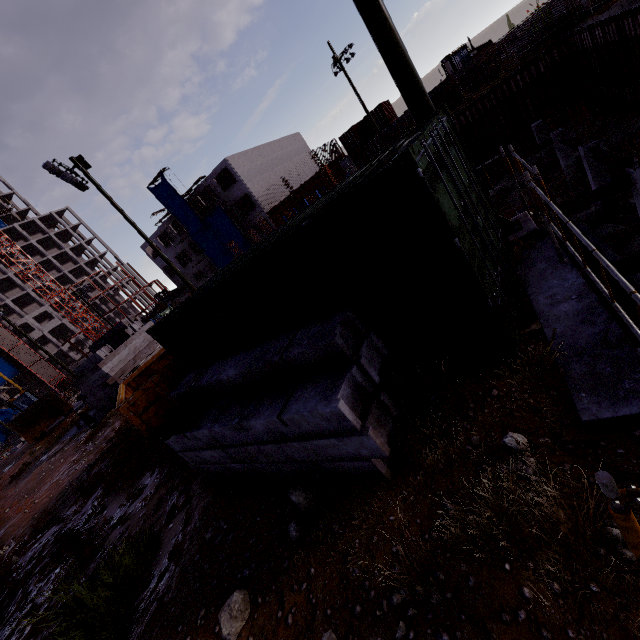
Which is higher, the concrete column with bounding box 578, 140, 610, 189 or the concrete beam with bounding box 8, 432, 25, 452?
the concrete beam with bounding box 8, 432, 25, 452

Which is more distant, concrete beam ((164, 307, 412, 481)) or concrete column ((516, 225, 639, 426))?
concrete beam ((164, 307, 412, 481))

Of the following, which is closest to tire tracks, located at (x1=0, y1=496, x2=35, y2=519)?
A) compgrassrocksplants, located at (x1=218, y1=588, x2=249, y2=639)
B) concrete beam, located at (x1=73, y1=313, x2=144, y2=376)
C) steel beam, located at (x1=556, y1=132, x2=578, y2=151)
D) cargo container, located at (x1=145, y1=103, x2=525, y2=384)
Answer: concrete beam, located at (x1=73, y1=313, x2=144, y2=376)

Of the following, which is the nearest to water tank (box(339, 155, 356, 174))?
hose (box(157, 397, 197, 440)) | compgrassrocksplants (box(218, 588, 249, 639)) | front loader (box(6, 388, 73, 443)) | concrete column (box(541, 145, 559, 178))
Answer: concrete column (box(541, 145, 559, 178))

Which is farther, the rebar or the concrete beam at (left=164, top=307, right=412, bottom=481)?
the rebar

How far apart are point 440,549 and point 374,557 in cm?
63

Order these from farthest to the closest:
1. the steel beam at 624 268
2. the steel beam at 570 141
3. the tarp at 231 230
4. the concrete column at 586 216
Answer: the tarp at 231 230
the concrete column at 586 216
the steel beam at 570 141
the steel beam at 624 268

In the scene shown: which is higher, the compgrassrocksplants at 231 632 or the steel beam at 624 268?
the compgrassrocksplants at 231 632
